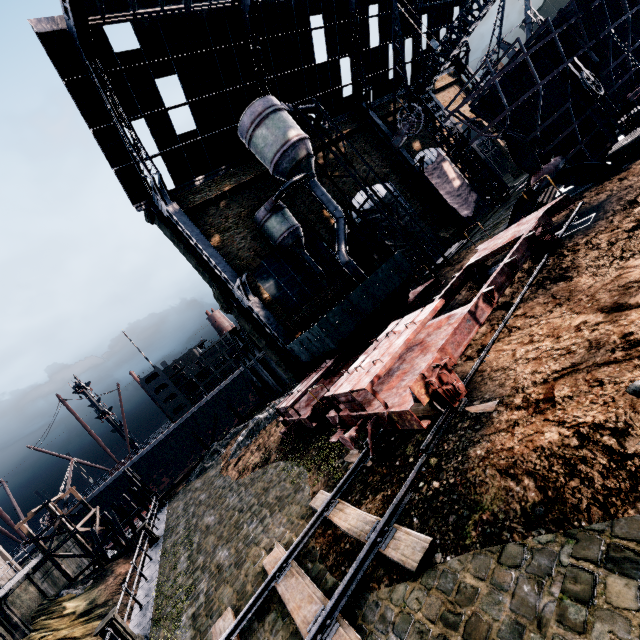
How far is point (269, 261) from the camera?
26.5m

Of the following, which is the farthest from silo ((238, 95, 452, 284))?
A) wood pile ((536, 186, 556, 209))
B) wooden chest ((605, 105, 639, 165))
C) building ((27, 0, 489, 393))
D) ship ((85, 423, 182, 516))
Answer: ship ((85, 423, 182, 516))

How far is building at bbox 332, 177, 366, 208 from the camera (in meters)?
31.98

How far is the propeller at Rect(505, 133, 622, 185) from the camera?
16.5 meters

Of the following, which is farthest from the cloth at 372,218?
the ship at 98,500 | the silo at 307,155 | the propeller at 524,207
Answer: the ship at 98,500

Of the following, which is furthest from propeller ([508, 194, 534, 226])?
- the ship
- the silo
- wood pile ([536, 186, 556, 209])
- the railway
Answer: the ship

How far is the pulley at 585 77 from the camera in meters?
18.0 m
